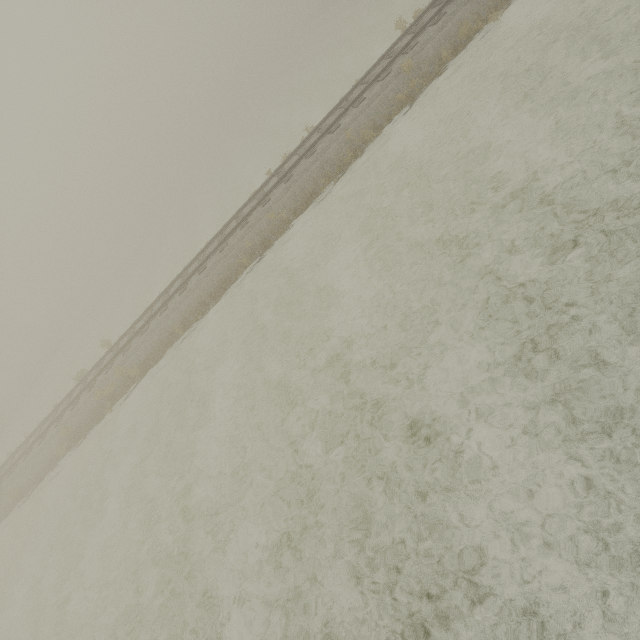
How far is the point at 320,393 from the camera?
7.7 meters
